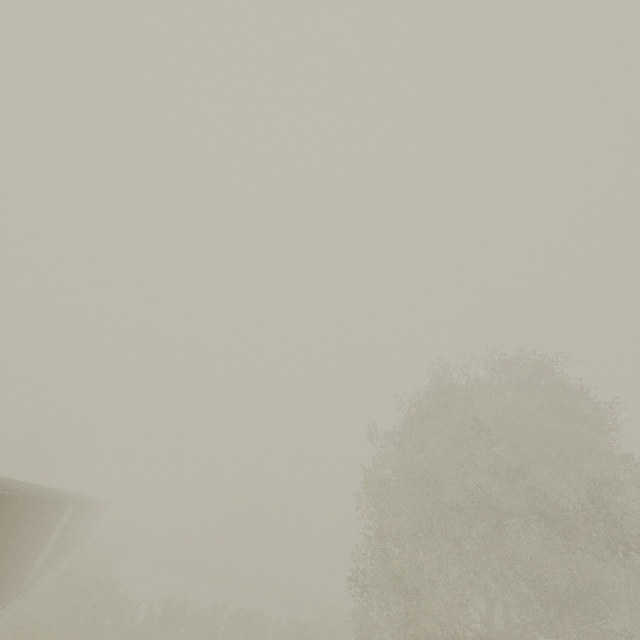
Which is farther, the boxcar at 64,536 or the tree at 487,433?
the tree at 487,433

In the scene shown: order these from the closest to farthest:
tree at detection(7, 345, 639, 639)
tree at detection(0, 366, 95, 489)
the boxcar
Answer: the boxcar
tree at detection(7, 345, 639, 639)
tree at detection(0, 366, 95, 489)

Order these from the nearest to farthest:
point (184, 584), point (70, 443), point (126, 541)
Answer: point (184, 584) < point (126, 541) < point (70, 443)

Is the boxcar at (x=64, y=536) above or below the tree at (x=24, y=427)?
below

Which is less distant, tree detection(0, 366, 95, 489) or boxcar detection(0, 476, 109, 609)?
boxcar detection(0, 476, 109, 609)

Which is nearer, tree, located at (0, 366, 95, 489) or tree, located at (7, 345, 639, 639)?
tree, located at (7, 345, 639, 639)

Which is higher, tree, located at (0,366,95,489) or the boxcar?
tree, located at (0,366,95,489)

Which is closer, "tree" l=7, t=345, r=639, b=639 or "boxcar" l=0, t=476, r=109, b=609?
"boxcar" l=0, t=476, r=109, b=609
